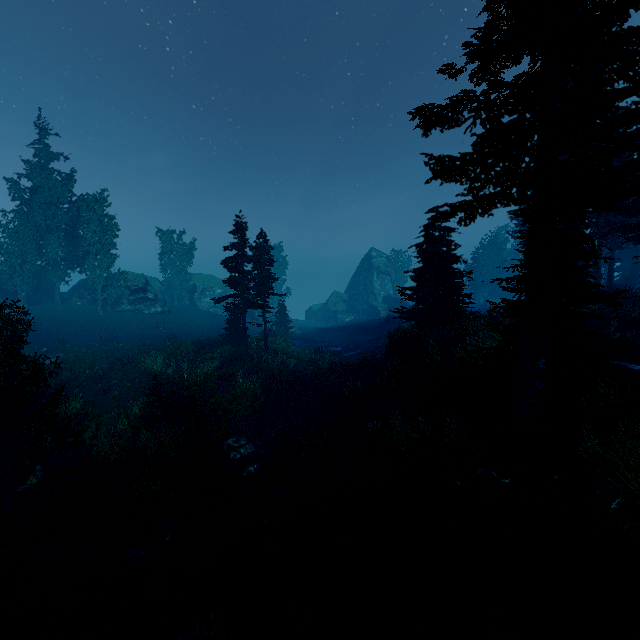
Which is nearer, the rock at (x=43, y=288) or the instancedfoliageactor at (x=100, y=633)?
the instancedfoliageactor at (x=100, y=633)

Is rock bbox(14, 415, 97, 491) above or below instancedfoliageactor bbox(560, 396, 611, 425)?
below

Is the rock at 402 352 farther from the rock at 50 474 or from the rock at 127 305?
the rock at 127 305

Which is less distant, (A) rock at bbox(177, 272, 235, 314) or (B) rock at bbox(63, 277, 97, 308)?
(B) rock at bbox(63, 277, 97, 308)

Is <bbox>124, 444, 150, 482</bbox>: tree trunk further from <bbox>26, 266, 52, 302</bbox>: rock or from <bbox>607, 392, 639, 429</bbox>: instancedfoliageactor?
<bbox>26, 266, 52, 302</bbox>: rock

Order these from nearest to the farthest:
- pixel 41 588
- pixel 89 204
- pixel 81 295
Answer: pixel 41 588 → pixel 89 204 → pixel 81 295

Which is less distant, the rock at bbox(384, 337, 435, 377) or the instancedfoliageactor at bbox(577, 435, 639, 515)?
the instancedfoliageactor at bbox(577, 435, 639, 515)

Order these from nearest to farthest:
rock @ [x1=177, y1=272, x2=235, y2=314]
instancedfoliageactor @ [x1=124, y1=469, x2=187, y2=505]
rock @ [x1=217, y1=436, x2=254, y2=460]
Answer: instancedfoliageactor @ [x1=124, y1=469, x2=187, y2=505], rock @ [x1=217, y1=436, x2=254, y2=460], rock @ [x1=177, y1=272, x2=235, y2=314]
